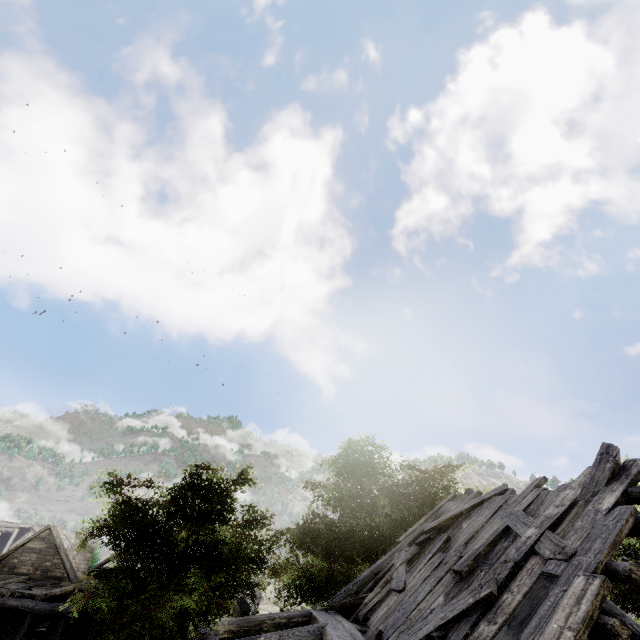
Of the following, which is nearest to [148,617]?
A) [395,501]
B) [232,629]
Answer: [232,629]

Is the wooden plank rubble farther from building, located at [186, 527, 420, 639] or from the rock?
the rock

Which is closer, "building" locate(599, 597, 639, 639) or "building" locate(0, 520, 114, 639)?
"building" locate(599, 597, 639, 639)

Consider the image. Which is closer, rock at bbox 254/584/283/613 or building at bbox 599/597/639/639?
building at bbox 599/597/639/639

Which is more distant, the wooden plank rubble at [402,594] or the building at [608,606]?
Answer: the building at [608,606]

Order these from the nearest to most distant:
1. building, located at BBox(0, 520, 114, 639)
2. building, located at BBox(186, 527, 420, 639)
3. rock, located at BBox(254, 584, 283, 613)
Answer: building, located at BBox(186, 527, 420, 639) → building, located at BBox(0, 520, 114, 639) → rock, located at BBox(254, 584, 283, 613)

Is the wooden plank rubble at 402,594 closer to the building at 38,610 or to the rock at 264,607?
the building at 38,610

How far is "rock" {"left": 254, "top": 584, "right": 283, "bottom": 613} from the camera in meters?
33.6 m
